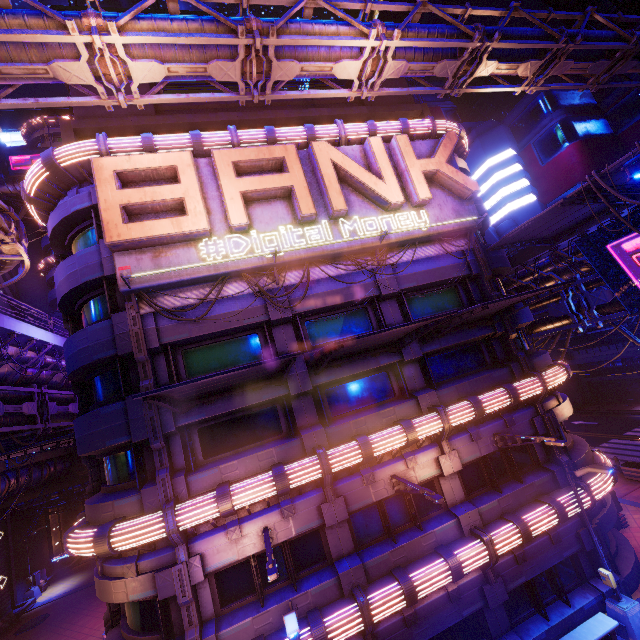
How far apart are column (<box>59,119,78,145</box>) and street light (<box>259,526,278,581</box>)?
16.6m

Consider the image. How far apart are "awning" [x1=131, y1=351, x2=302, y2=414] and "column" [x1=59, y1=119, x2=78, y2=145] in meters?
11.3 m

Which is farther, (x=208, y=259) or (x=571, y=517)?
(x=571, y=517)

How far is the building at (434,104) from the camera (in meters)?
57.09

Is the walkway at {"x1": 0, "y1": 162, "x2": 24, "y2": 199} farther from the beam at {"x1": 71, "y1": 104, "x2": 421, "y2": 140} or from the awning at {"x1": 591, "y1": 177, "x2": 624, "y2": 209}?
the awning at {"x1": 591, "y1": 177, "x2": 624, "y2": 209}

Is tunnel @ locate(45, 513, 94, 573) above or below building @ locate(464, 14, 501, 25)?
below

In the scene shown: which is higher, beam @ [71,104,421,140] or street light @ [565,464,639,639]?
beam @ [71,104,421,140]

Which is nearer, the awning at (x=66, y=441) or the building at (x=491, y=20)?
the awning at (x=66, y=441)
